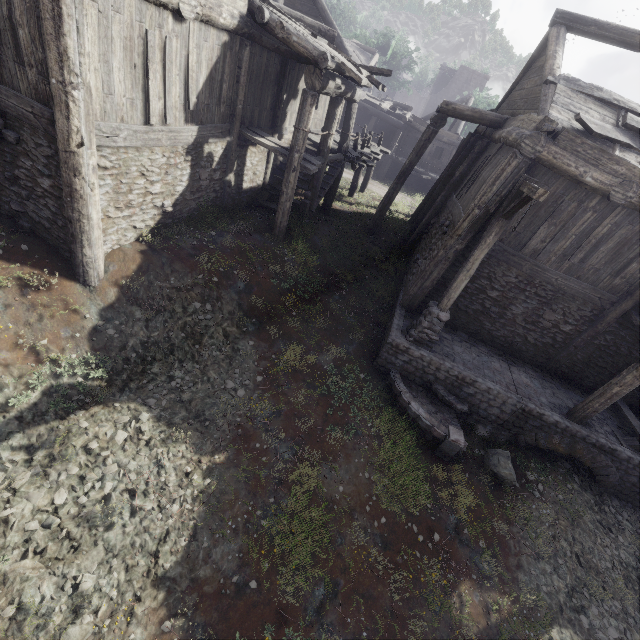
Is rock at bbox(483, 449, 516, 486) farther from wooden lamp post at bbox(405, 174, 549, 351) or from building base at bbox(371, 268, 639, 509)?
wooden lamp post at bbox(405, 174, 549, 351)

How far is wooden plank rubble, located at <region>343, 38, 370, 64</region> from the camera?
27.8 meters

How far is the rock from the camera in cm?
816

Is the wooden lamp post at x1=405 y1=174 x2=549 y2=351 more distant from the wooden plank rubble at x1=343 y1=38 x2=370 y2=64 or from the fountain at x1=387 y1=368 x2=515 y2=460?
the wooden plank rubble at x1=343 y1=38 x2=370 y2=64

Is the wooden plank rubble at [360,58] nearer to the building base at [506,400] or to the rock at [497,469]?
the building base at [506,400]

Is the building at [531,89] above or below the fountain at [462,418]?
above

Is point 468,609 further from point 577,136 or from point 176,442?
point 577,136

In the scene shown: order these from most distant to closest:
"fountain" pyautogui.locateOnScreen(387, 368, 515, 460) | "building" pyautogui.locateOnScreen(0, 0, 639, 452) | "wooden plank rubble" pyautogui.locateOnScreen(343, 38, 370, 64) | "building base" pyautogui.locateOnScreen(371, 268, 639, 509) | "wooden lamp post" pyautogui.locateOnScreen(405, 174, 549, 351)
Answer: "wooden plank rubble" pyautogui.locateOnScreen(343, 38, 370, 64) → "building base" pyautogui.locateOnScreen(371, 268, 639, 509) → "fountain" pyautogui.locateOnScreen(387, 368, 515, 460) → "wooden lamp post" pyautogui.locateOnScreen(405, 174, 549, 351) → "building" pyautogui.locateOnScreen(0, 0, 639, 452)
